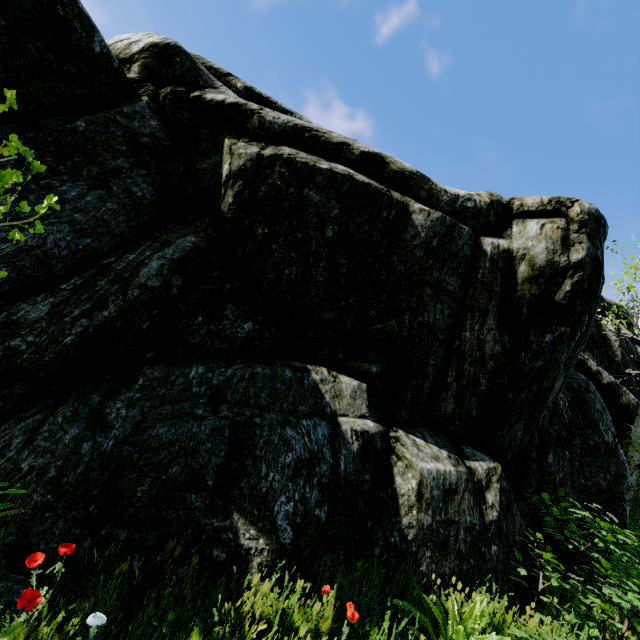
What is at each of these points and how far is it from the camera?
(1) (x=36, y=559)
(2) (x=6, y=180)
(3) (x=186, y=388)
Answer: (1) instancedfoliageactor, 1.8 meters
(2) instancedfoliageactor, 1.8 meters
(3) rock, 3.7 meters

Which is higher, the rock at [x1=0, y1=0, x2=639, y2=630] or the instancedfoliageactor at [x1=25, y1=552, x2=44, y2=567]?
the rock at [x1=0, y1=0, x2=639, y2=630]

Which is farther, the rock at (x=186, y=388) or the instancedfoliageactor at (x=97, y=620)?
the rock at (x=186, y=388)

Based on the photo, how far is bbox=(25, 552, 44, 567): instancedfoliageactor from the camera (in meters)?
1.77

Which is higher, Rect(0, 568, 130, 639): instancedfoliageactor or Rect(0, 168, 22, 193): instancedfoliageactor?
Rect(0, 168, 22, 193): instancedfoliageactor

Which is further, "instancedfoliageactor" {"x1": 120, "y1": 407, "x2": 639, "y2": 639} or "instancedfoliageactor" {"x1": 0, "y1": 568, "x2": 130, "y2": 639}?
"instancedfoliageactor" {"x1": 120, "y1": 407, "x2": 639, "y2": 639}
